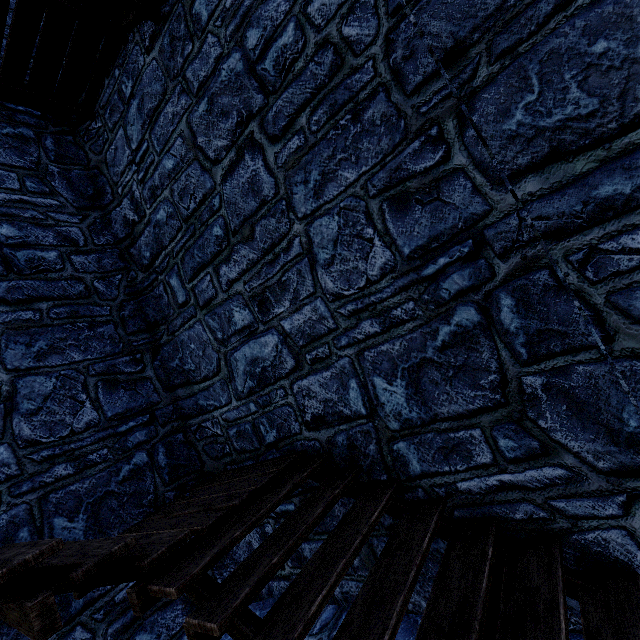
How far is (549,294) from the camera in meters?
2.1 m
